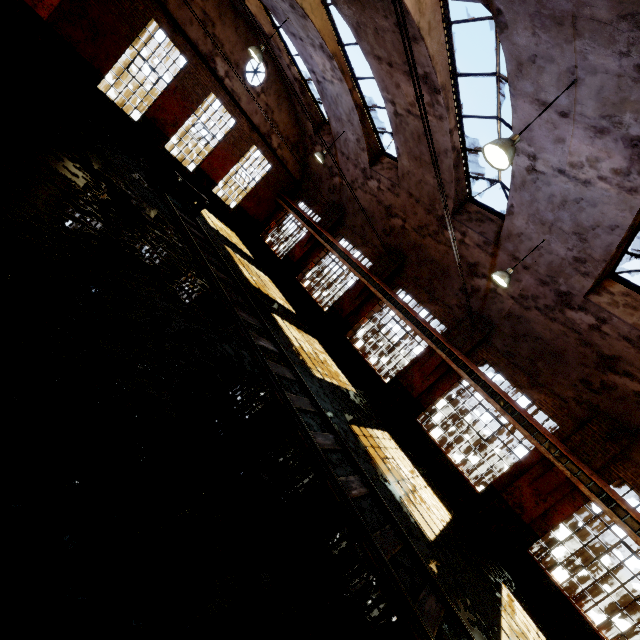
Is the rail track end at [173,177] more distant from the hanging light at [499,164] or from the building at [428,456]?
the hanging light at [499,164]

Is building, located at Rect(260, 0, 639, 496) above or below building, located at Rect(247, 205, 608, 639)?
above

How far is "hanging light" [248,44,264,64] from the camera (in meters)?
10.85

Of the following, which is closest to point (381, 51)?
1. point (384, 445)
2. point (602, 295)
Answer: point (602, 295)

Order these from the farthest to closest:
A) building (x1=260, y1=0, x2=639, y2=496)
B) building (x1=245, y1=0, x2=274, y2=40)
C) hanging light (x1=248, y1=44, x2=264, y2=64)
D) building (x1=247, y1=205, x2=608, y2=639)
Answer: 1. building (x1=245, y1=0, x2=274, y2=40)
2. hanging light (x1=248, y1=44, x2=264, y2=64)
3. building (x1=247, y1=205, x2=608, y2=639)
4. building (x1=260, y1=0, x2=639, y2=496)

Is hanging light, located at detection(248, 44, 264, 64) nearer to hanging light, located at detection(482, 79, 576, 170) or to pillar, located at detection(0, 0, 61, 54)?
pillar, located at detection(0, 0, 61, 54)

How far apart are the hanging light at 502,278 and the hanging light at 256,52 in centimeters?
1053cm

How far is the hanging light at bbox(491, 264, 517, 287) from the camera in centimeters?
898cm
